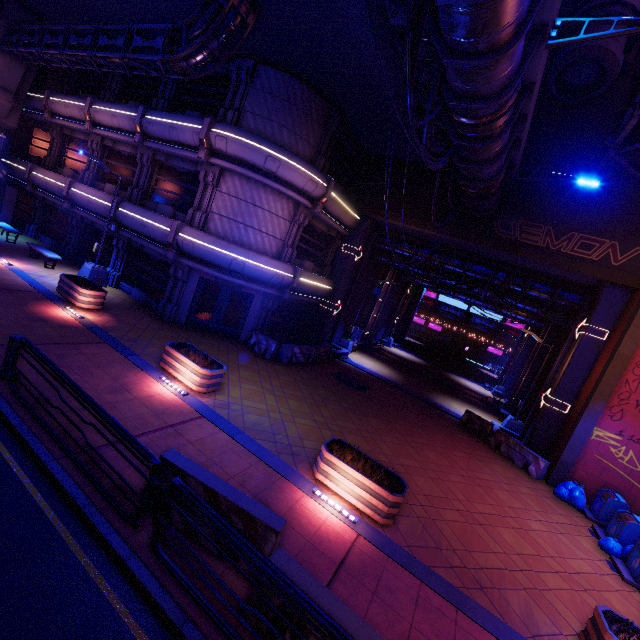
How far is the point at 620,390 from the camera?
12.9m

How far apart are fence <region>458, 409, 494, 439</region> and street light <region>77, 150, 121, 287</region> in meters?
20.3 m

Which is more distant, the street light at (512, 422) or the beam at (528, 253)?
the street light at (512, 422)

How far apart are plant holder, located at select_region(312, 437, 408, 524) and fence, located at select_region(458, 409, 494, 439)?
10.5 meters

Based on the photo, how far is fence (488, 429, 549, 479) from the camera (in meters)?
13.76

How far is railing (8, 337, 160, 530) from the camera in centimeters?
510cm

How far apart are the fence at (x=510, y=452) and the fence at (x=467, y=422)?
0.3 meters

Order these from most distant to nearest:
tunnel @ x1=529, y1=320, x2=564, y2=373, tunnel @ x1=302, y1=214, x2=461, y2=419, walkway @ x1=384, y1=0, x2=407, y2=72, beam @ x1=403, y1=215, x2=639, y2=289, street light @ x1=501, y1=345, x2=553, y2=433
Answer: tunnel @ x1=529, y1=320, x2=564, y2=373 < tunnel @ x1=302, y1=214, x2=461, y2=419 < street light @ x1=501, y1=345, x2=553, y2=433 < beam @ x1=403, y1=215, x2=639, y2=289 < walkway @ x1=384, y1=0, x2=407, y2=72
